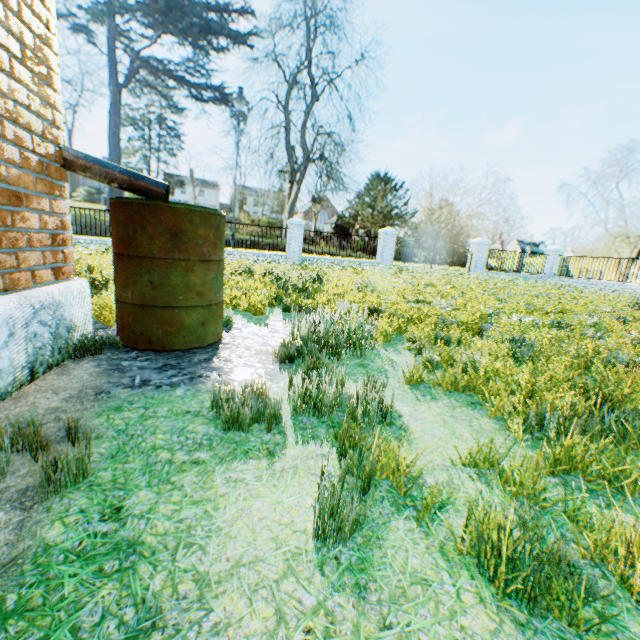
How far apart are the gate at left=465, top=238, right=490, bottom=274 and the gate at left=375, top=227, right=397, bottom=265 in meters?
4.8 m

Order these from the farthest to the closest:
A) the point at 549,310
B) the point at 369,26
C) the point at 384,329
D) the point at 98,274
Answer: the point at 369,26
the point at 549,310
the point at 98,274
the point at 384,329

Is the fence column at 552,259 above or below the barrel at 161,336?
above

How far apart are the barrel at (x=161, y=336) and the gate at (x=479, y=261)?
18.95m

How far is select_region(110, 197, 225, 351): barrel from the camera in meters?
2.7

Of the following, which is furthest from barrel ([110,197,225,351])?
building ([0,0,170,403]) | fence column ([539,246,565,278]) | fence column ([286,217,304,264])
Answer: fence column ([539,246,565,278])

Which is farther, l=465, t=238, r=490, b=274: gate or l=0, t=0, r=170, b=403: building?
l=465, t=238, r=490, b=274: gate

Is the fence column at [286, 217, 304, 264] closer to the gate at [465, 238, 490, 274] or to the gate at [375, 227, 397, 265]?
the gate at [375, 227, 397, 265]
